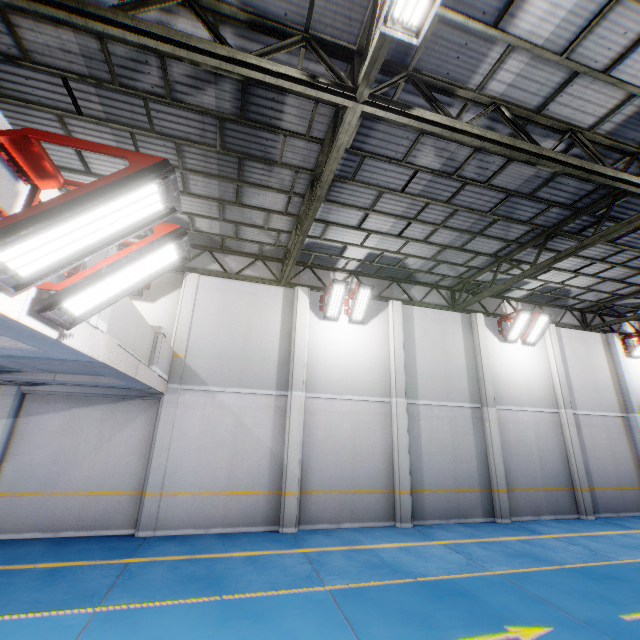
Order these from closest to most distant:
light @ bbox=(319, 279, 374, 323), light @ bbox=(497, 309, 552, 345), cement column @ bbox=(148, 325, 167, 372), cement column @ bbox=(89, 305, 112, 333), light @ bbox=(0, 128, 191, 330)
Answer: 1. light @ bbox=(0, 128, 191, 330)
2. cement column @ bbox=(89, 305, 112, 333)
3. cement column @ bbox=(148, 325, 167, 372)
4. light @ bbox=(319, 279, 374, 323)
5. light @ bbox=(497, 309, 552, 345)

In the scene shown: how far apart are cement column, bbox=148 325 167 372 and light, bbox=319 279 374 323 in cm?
538

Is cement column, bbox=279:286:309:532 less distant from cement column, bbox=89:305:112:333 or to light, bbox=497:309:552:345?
cement column, bbox=89:305:112:333

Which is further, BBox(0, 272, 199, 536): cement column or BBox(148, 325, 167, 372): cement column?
BBox(0, 272, 199, 536): cement column

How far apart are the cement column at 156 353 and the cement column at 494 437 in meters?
11.7 m

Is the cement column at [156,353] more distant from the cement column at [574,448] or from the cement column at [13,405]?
the cement column at [574,448]

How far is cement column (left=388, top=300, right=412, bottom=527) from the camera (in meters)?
10.69

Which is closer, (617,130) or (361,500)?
(617,130)
